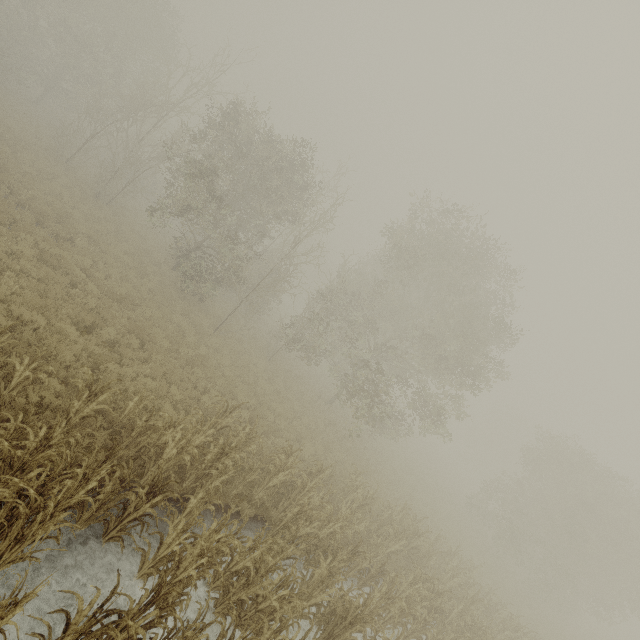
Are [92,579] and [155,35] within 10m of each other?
no
